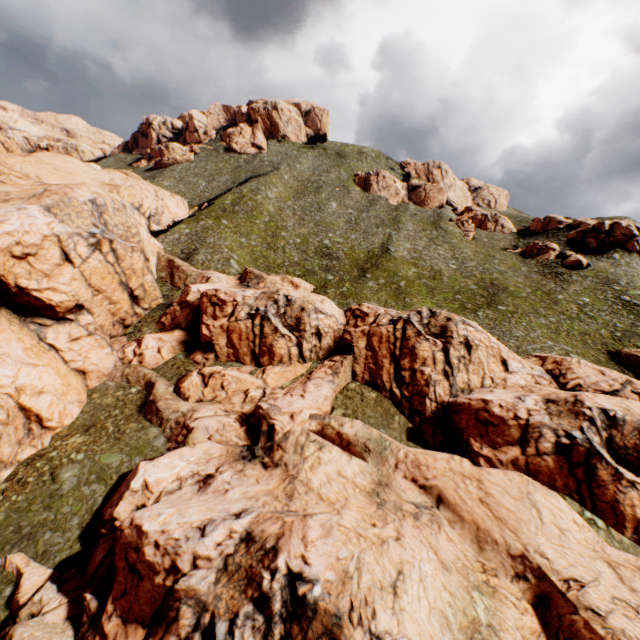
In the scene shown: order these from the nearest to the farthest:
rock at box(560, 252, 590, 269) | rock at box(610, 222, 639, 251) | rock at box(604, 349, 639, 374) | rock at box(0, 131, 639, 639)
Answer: rock at box(0, 131, 639, 639)
rock at box(604, 349, 639, 374)
rock at box(560, 252, 590, 269)
rock at box(610, 222, 639, 251)

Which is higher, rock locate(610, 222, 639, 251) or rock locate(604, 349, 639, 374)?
rock locate(610, 222, 639, 251)

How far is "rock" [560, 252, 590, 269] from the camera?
56.6 meters

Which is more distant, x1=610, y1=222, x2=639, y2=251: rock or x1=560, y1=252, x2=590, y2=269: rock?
x1=610, y1=222, x2=639, y2=251: rock

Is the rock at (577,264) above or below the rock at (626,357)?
above

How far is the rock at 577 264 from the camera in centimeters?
5659cm

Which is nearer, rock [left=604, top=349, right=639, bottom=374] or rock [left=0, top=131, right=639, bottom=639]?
rock [left=0, top=131, right=639, bottom=639]

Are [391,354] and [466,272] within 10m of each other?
no
